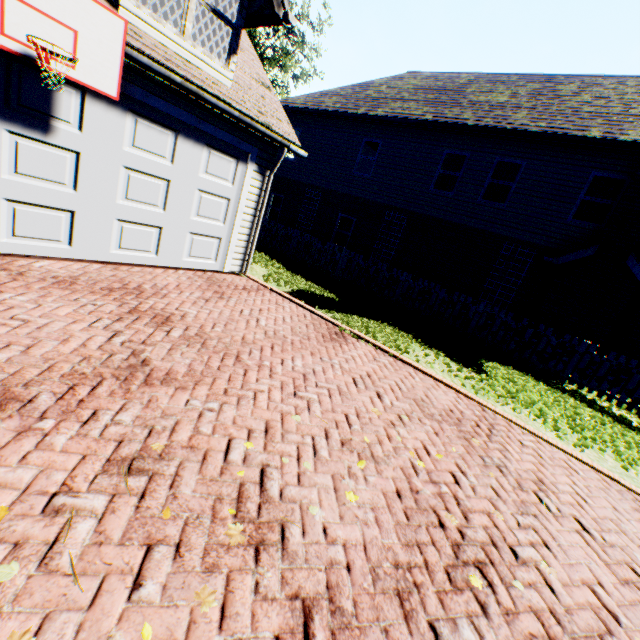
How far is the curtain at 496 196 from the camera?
12.2 meters

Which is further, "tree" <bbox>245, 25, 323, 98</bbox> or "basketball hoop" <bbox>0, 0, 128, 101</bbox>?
"tree" <bbox>245, 25, 323, 98</bbox>

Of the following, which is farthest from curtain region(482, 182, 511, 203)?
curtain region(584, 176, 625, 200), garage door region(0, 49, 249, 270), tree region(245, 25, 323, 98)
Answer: tree region(245, 25, 323, 98)

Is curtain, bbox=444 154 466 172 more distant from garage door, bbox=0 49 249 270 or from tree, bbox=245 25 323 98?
tree, bbox=245 25 323 98

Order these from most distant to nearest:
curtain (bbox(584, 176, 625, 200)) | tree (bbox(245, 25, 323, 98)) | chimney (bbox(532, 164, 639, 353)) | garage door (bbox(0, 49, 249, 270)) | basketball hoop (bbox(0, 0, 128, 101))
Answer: tree (bbox(245, 25, 323, 98)), curtain (bbox(584, 176, 625, 200)), chimney (bbox(532, 164, 639, 353)), garage door (bbox(0, 49, 249, 270)), basketball hoop (bbox(0, 0, 128, 101))

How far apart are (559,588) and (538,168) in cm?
1271

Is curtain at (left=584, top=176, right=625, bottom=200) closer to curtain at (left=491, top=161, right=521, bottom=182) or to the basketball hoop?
curtain at (left=491, top=161, right=521, bottom=182)

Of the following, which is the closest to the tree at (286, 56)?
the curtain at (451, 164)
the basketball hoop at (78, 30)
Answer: the curtain at (451, 164)
